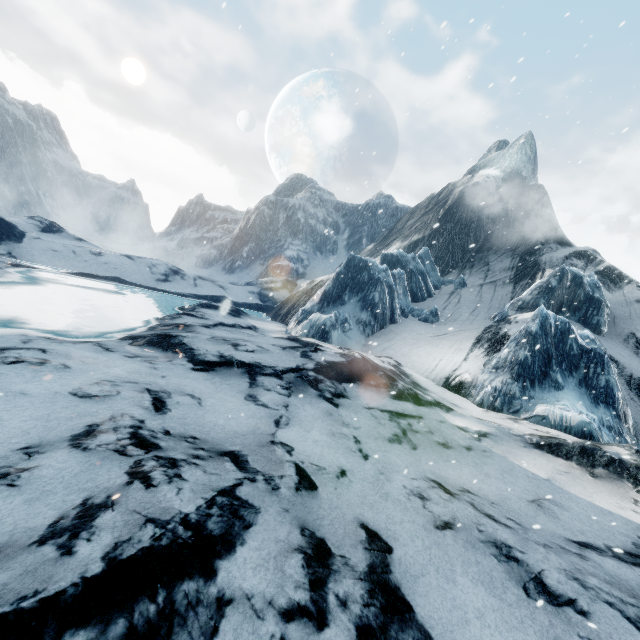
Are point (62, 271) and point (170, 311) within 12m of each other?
no
